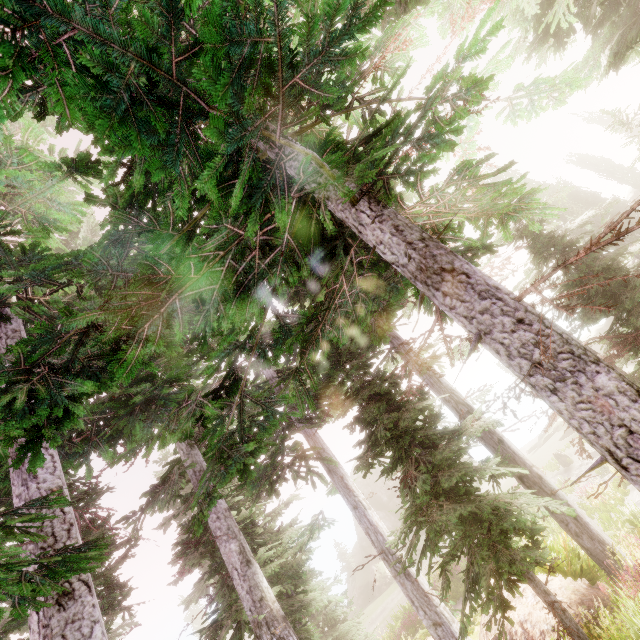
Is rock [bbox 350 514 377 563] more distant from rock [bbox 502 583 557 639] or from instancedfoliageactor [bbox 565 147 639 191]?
rock [bbox 502 583 557 639]

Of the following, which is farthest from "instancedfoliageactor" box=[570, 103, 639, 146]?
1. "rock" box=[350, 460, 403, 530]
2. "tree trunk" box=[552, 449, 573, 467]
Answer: "tree trunk" box=[552, 449, 573, 467]

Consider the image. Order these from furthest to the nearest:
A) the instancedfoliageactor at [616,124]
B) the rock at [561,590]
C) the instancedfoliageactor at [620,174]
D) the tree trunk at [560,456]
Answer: the instancedfoliageactor at [620,174], the tree trunk at [560,456], the instancedfoliageactor at [616,124], the rock at [561,590]

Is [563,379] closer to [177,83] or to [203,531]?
[177,83]

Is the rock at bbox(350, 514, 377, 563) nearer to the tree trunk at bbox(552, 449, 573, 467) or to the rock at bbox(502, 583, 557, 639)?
the tree trunk at bbox(552, 449, 573, 467)

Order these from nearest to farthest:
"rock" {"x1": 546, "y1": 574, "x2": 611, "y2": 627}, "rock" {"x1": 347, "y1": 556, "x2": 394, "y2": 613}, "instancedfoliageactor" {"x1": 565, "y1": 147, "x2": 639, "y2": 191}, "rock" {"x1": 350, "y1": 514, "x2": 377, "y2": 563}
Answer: "rock" {"x1": 546, "y1": 574, "x2": 611, "y2": 627} → "rock" {"x1": 347, "y1": 556, "x2": 394, "y2": 613} → "rock" {"x1": 350, "y1": 514, "x2": 377, "y2": 563} → "instancedfoliageactor" {"x1": 565, "y1": 147, "x2": 639, "y2": 191}

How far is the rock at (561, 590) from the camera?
8.0m
